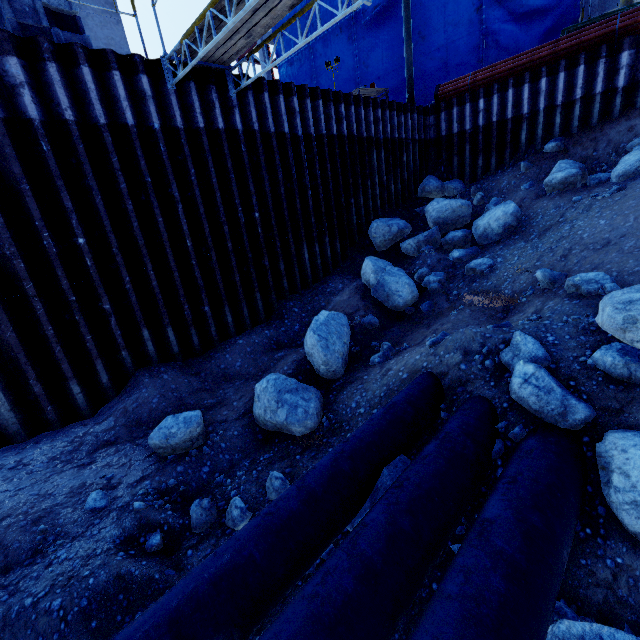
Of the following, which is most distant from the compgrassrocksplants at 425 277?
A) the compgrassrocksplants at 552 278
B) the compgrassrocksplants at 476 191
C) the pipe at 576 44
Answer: the pipe at 576 44

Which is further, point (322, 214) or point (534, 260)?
point (322, 214)

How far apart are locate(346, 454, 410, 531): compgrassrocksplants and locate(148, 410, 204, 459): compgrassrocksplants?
3.16m

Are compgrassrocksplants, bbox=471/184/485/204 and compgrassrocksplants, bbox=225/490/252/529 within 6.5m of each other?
no

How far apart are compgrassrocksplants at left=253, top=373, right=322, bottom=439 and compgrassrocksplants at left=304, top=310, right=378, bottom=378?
0.5 meters

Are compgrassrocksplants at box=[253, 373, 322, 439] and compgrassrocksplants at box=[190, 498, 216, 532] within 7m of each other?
yes

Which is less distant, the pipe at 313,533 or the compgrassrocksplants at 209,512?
the pipe at 313,533

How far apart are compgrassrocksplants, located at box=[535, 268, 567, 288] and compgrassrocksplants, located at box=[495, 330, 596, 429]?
2.0 meters
